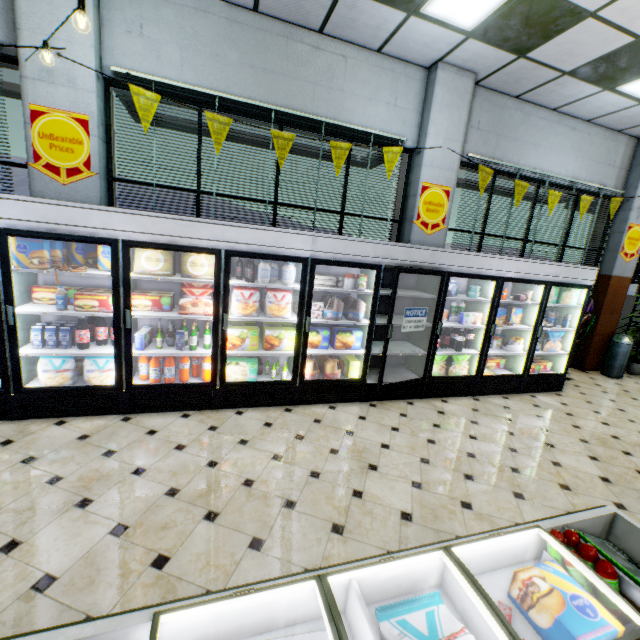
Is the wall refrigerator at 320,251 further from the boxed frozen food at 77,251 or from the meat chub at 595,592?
the meat chub at 595,592

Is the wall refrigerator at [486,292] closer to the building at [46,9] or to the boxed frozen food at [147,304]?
the building at [46,9]

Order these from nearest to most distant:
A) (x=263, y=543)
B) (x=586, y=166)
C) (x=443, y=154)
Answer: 1. (x=263, y=543)
2. (x=443, y=154)
3. (x=586, y=166)

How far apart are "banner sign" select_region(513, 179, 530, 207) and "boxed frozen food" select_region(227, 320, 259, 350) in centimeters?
466cm

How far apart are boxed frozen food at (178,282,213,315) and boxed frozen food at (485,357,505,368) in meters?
4.8

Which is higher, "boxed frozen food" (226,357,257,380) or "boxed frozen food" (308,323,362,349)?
"boxed frozen food" (308,323,362,349)

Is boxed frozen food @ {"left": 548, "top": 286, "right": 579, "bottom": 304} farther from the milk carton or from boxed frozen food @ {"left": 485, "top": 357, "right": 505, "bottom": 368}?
the milk carton

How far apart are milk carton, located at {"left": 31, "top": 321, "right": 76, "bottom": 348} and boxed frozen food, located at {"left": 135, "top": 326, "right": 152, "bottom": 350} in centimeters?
69cm
